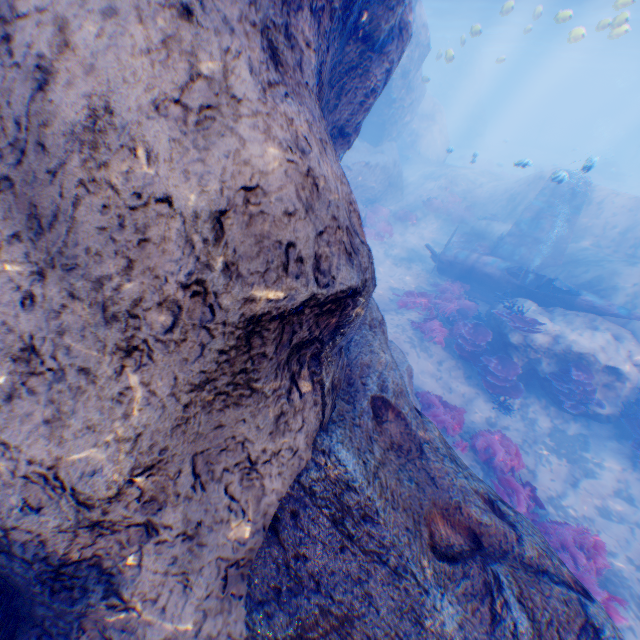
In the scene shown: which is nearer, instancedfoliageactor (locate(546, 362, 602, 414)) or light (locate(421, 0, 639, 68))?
instancedfoliageactor (locate(546, 362, 602, 414))

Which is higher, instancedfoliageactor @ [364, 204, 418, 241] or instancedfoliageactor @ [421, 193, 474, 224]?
instancedfoliageactor @ [421, 193, 474, 224]

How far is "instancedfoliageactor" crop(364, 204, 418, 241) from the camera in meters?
17.9

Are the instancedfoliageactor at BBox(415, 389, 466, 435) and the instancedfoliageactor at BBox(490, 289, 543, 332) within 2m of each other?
no

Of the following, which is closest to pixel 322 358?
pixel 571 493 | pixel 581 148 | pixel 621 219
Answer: pixel 571 493

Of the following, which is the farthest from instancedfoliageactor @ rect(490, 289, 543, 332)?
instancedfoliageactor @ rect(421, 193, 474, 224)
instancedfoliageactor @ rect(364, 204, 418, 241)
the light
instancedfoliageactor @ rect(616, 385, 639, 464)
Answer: instancedfoliageactor @ rect(364, 204, 418, 241)

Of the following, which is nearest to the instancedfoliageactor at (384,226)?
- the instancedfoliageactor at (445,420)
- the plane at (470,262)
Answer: the plane at (470,262)

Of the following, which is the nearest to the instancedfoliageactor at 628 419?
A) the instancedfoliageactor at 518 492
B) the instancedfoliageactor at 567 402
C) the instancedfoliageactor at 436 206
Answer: the instancedfoliageactor at 567 402
